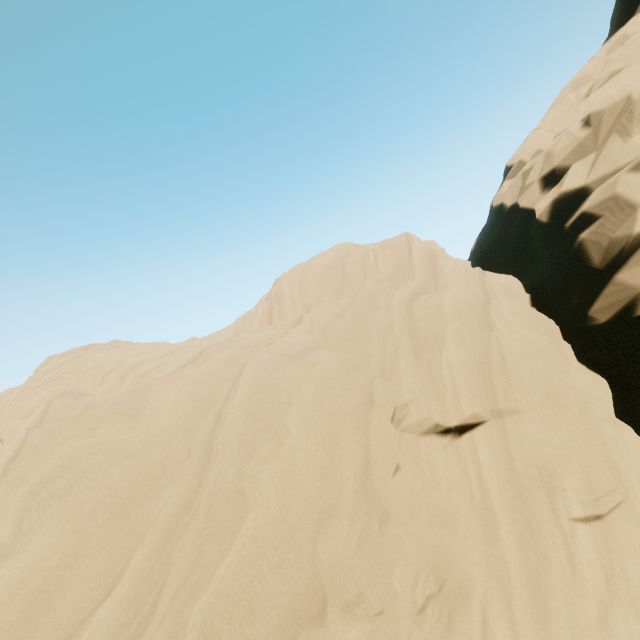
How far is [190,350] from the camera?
16.00m
